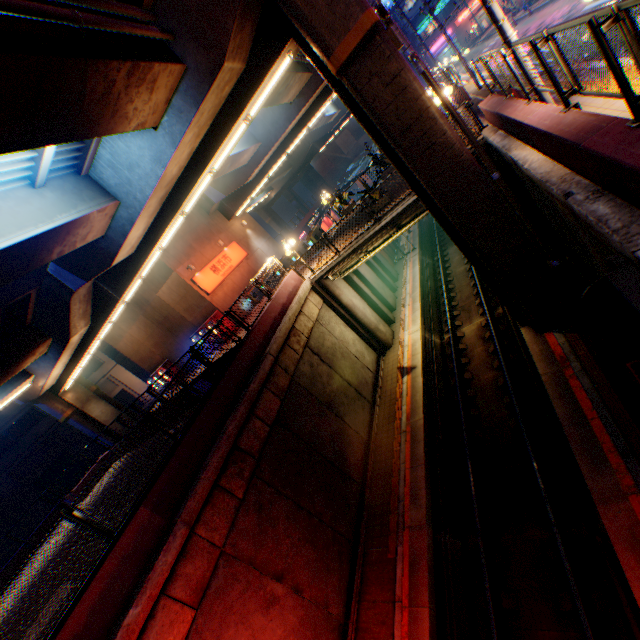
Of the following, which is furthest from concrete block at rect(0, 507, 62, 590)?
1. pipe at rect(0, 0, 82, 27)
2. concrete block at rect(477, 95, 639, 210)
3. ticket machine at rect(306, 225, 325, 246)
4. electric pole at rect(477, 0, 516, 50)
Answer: electric pole at rect(477, 0, 516, 50)

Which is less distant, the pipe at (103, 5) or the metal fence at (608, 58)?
the metal fence at (608, 58)

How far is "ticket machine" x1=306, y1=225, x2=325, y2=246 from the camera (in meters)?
20.84

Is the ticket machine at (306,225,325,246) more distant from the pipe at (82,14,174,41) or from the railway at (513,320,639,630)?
the pipe at (82,14,174,41)

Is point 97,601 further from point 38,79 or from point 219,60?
point 219,60

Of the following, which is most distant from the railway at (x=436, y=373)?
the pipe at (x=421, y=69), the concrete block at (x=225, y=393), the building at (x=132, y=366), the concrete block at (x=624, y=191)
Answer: the building at (x=132, y=366)

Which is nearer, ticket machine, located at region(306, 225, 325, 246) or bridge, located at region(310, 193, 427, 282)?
bridge, located at region(310, 193, 427, 282)

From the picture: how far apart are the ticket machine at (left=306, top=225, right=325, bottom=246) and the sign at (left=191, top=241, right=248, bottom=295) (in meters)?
7.40
